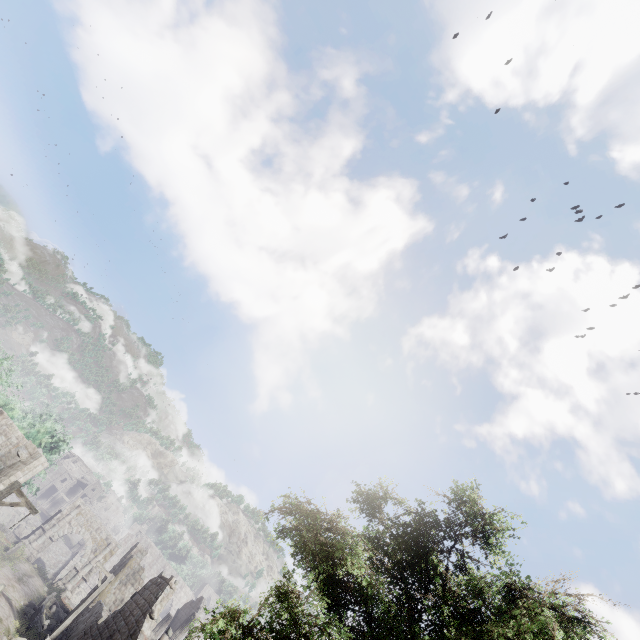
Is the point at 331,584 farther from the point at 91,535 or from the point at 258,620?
the point at 91,535

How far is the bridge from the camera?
39.35m

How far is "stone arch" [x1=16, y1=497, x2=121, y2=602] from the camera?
33.41m

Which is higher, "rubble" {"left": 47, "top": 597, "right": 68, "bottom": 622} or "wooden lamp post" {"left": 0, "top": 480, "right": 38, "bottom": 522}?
"wooden lamp post" {"left": 0, "top": 480, "right": 38, "bottom": 522}

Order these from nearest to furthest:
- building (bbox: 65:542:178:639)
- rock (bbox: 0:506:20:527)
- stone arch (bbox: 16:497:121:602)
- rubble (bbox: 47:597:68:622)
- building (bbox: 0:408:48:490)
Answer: building (bbox: 0:408:48:490), building (bbox: 65:542:178:639), rubble (bbox: 47:597:68:622), stone arch (bbox: 16:497:121:602), rock (bbox: 0:506:20:527)

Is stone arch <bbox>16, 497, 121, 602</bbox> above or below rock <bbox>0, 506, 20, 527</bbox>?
above

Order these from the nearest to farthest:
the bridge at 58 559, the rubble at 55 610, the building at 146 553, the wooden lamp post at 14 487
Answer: the wooden lamp post at 14 487, the building at 146 553, the rubble at 55 610, the bridge at 58 559

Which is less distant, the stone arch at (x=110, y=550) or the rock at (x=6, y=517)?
the stone arch at (x=110, y=550)
